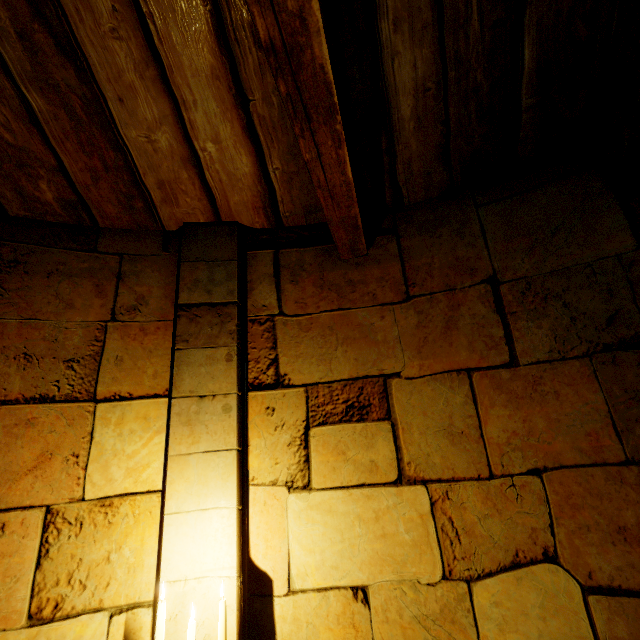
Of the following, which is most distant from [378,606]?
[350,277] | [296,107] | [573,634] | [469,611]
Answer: [296,107]
